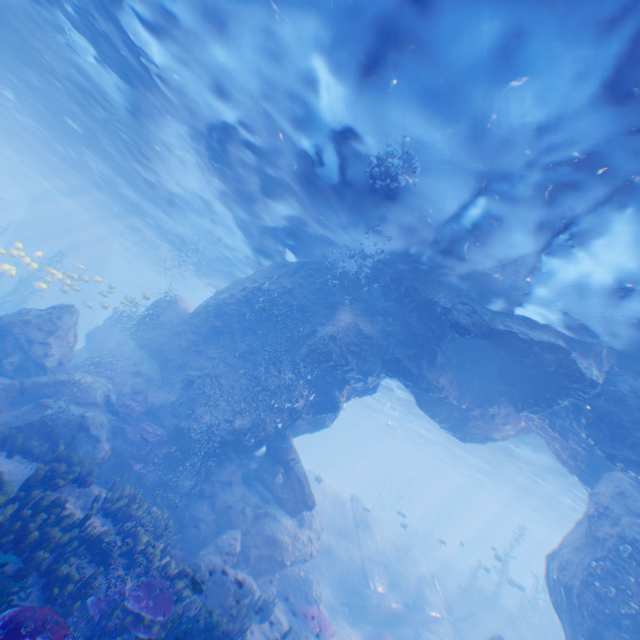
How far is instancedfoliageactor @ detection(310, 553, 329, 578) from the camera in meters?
18.6 m

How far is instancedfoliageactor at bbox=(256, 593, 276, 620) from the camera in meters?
10.8 m

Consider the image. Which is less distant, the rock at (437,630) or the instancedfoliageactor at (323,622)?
the instancedfoliageactor at (323,622)

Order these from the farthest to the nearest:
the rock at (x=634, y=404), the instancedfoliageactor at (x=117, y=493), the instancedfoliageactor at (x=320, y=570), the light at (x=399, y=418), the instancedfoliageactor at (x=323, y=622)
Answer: the light at (x=399, y=418) → the instancedfoliageactor at (x=320, y=570) → the instancedfoliageactor at (x=323, y=622) → the rock at (x=634, y=404) → the instancedfoliageactor at (x=117, y=493)

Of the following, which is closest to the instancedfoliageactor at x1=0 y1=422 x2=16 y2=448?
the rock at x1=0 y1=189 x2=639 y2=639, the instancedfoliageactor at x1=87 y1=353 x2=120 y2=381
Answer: → the rock at x1=0 y1=189 x2=639 y2=639

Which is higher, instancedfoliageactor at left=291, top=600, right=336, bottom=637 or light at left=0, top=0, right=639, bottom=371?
light at left=0, top=0, right=639, bottom=371

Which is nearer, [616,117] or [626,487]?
[616,117]

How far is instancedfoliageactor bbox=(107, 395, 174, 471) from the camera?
11.3m
